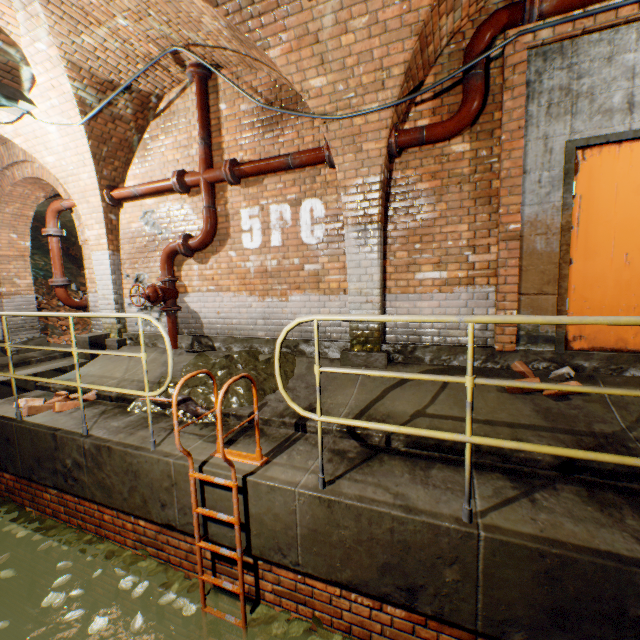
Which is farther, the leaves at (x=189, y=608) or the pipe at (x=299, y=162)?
the pipe at (x=299, y=162)

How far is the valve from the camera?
5.2 meters

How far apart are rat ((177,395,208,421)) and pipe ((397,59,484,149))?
3.4 meters

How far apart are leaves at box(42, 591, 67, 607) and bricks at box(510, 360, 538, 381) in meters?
5.0

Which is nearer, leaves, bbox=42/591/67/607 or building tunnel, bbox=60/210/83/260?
leaves, bbox=42/591/67/607

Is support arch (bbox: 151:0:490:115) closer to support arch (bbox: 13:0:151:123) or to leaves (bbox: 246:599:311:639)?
support arch (bbox: 13:0:151:123)

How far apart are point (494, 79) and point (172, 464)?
5.2m

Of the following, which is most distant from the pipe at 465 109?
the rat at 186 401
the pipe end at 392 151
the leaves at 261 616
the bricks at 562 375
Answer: the leaves at 261 616
